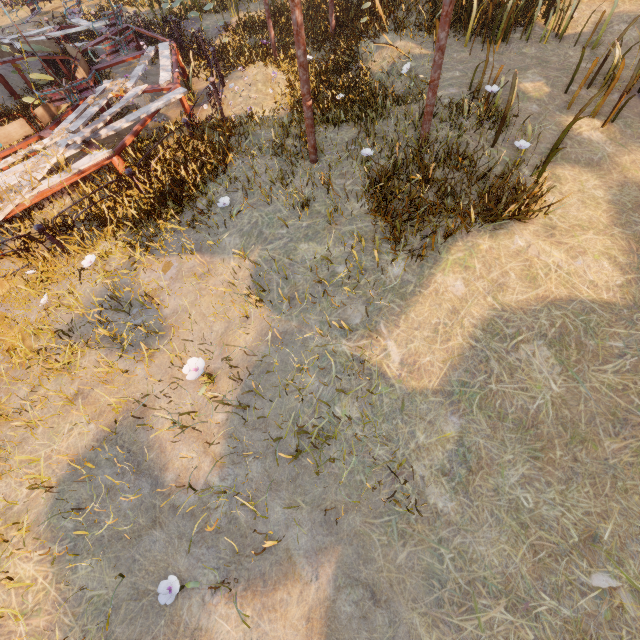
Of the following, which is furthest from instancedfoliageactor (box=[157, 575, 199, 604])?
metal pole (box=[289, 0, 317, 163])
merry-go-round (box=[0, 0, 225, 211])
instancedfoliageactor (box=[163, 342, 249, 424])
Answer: merry-go-round (box=[0, 0, 225, 211])

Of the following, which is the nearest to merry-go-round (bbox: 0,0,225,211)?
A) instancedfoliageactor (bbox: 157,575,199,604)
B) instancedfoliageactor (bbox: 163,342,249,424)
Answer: instancedfoliageactor (bbox: 163,342,249,424)

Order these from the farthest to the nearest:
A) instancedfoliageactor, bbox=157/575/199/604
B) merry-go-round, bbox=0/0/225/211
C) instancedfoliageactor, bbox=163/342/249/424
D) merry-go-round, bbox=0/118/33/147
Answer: merry-go-round, bbox=0/118/33/147, merry-go-round, bbox=0/0/225/211, instancedfoliageactor, bbox=163/342/249/424, instancedfoliageactor, bbox=157/575/199/604

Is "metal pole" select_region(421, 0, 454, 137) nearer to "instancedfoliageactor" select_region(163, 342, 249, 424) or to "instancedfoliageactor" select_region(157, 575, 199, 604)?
"instancedfoliageactor" select_region(163, 342, 249, 424)

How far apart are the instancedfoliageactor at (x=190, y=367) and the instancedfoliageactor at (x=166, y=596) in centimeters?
210cm

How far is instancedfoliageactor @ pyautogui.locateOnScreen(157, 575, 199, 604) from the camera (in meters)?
3.16

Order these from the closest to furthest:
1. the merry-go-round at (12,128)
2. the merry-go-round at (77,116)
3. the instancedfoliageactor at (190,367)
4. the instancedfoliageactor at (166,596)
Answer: the instancedfoliageactor at (166,596) → the instancedfoliageactor at (190,367) → the merry-go-round at (77,116) → the merry-go-round at (12,128)

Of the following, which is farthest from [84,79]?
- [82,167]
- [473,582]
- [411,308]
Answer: [473,582]
